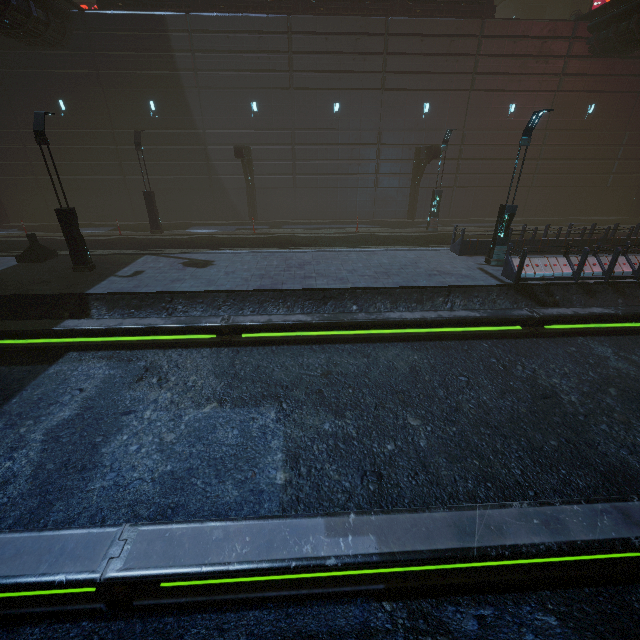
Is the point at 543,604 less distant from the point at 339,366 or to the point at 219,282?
the point at 339,366

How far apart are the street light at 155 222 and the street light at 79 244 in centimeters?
662cm

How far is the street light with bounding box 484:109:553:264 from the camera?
11.6 meters

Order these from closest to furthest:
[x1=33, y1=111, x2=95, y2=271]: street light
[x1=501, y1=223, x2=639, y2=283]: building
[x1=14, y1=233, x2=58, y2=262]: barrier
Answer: [x1=33, y1=111, x2=95, y2=271]: street light
[x1=501, y1=223, x2=639, y2=283]: building
[x1=14, y1=233, x2=58, y2=262]: barrier

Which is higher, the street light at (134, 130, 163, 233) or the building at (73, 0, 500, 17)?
the building at (73, 0, 500, 17)

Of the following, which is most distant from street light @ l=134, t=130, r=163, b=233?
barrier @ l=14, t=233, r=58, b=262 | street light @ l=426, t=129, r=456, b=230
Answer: street light @ l=426, t=129, r=456, b=230

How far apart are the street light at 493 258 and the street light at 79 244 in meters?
16.8 m

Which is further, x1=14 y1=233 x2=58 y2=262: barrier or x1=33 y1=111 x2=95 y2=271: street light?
x1=14 y1=233 x2=58 y2=262: barrier
